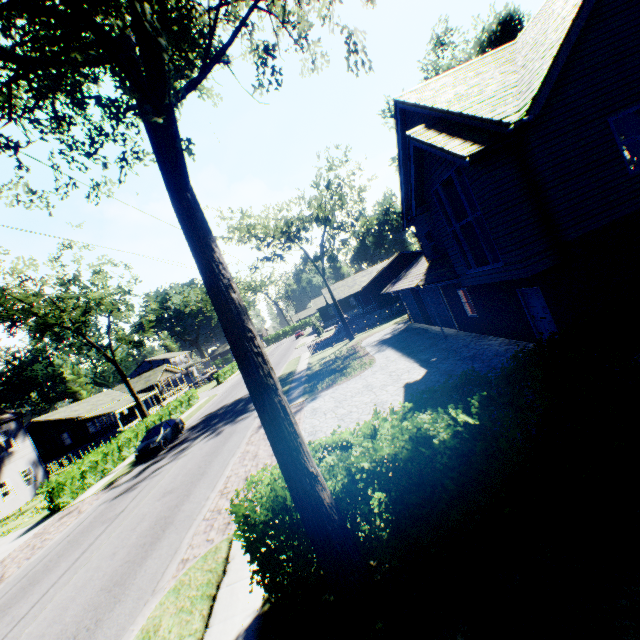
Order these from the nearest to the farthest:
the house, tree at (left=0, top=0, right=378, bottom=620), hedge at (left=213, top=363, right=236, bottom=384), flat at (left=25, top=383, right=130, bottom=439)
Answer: tree at (left=0, top=0, right=378, bottom=620) → the house → flat at (left=25, top=383, right=130, bottom=439) → hedge at (left=213, top=363, right=236, bottom=384)

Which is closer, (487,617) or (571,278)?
(487,617)

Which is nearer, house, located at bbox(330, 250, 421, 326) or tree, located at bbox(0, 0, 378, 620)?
tree, located at bbox(0, 0, 378, 620)

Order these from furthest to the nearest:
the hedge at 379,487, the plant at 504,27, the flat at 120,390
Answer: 1. the flat at 120,390
2. the plant at 504,27
3. the hedge at 379,487

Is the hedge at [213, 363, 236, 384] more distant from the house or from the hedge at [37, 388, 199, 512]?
the house

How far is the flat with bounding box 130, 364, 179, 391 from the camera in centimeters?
5118cm

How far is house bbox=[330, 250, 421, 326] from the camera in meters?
40.4

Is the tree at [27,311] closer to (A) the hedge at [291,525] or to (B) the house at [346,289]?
(A) the hedge at [291,525]
